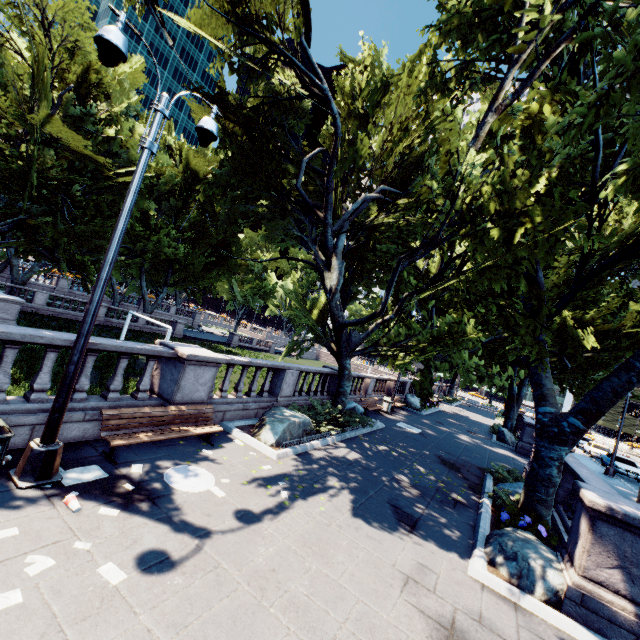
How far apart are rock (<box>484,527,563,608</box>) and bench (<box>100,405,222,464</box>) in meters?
6.9

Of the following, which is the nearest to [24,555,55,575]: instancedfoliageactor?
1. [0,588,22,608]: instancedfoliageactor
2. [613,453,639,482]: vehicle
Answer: [0,588,22,608]: instancedfoliageactor

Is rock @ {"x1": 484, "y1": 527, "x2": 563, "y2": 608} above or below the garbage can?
below

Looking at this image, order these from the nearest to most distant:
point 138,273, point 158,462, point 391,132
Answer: point 158,462 < point 391,132 < point 138,273

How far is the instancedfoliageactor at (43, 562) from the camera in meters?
3.8

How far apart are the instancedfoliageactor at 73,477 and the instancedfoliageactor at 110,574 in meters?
2.0 m

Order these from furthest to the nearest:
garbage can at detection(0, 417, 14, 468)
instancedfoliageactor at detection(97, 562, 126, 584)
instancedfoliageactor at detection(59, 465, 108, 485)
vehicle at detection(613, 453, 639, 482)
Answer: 1. vehicle at detection(613, 453, 639, 482)
2. instancedfoliageactor at detection(59, 465, 108, 485)
3. garbage can at detection(0, 417, 14, 468)
4. instancedfoliageactor at detection(97, 562, 126, 584)

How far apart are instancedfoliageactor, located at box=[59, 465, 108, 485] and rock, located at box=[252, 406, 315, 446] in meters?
4.3
